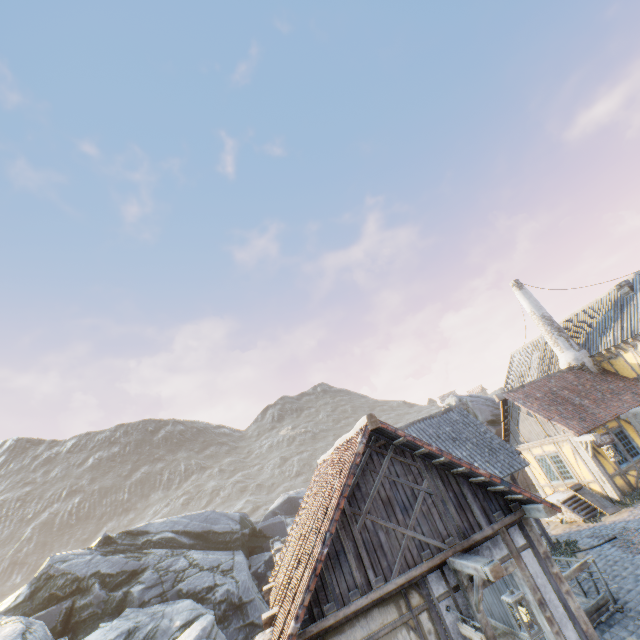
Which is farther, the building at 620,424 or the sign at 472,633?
the building at 620,424

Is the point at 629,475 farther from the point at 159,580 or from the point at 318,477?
the point at 159,580

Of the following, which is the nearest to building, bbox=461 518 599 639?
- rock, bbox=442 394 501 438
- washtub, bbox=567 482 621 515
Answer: rock, bbox=442 394 501 438

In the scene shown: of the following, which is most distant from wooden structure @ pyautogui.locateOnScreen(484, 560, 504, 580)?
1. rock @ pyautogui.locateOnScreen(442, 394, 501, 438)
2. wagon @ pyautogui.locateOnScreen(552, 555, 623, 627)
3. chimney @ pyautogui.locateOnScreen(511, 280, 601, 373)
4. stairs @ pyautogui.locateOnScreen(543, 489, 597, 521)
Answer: chimney @ pyautogui.locateOnScreen(511, 280, 601, 373)

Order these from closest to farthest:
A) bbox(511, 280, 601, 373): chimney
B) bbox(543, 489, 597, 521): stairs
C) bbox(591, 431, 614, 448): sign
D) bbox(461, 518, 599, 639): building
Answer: bbox(461, 518, 599, 639): building → bbox(543, 489, 597, 521): stairs → bbox(591, 431, 614, 448): sign → bbox(511, 280, 601, 373): chimney

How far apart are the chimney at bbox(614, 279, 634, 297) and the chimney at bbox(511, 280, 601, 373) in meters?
3.3 m

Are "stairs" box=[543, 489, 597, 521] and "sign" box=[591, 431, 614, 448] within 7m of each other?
yes

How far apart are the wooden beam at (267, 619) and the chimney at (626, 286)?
22.8m
